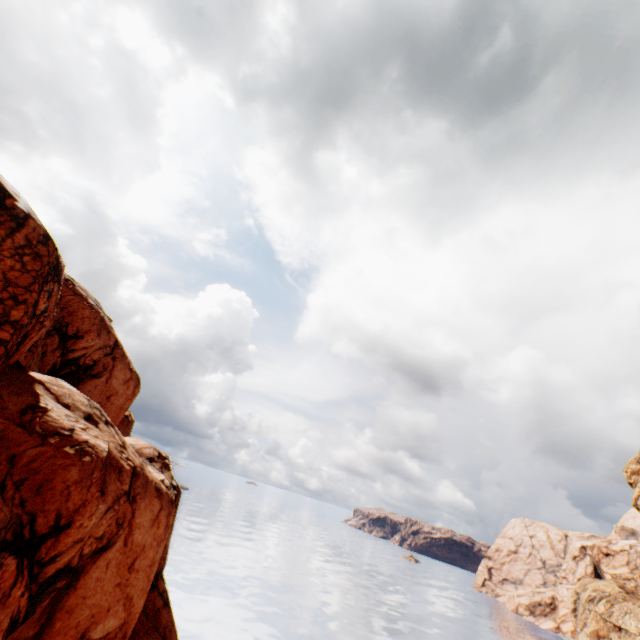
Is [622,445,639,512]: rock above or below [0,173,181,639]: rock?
above

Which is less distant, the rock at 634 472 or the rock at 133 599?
the rock at 133 599

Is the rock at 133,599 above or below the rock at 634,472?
below

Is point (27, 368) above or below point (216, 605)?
above

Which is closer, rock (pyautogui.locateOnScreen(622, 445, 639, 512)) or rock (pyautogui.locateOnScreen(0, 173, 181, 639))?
rock (pyautogui.locateOnScreen(0, 173, 181, 639))
